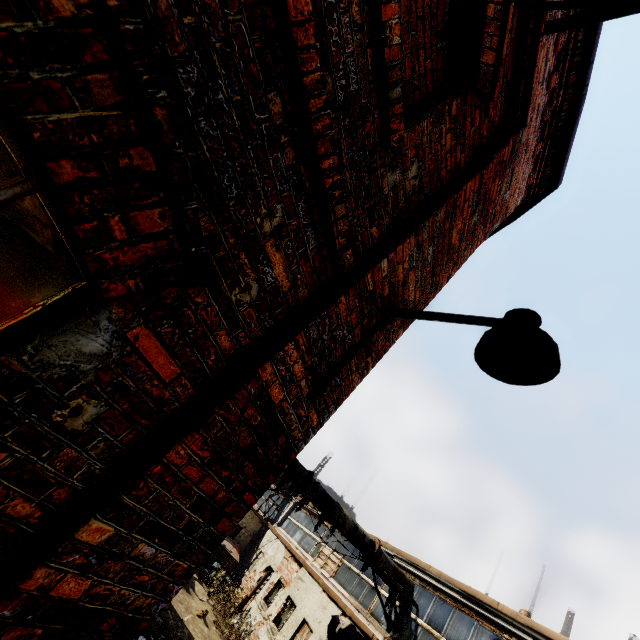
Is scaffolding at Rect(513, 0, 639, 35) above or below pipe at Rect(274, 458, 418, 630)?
above

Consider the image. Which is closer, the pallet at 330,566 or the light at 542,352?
the light at 542,352

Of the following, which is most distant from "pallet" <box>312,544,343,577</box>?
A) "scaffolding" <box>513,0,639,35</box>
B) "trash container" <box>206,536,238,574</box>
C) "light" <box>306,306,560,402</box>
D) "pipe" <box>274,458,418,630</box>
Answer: "scaffolding" <box>513,0,639,35</box>

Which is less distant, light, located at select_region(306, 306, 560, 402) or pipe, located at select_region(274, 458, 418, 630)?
light, located at select_region(306, 306, 560, 402)

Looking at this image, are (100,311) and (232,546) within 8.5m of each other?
no

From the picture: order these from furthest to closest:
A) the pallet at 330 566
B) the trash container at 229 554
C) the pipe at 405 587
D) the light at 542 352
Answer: the trash container at 229 554 < the pallet at 330 566 < the pipe at 405 587 < the light at 542 352

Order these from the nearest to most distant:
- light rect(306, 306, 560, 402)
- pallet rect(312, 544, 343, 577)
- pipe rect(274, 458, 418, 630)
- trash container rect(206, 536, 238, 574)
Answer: light rect(306, 306, 560, 402)
pipe rect(274, 458, 418, 630)
pallet rect(312, 544, 343, 577)
trash container rect(206, 536, 238, 574)

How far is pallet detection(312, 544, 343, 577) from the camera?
13.52m
